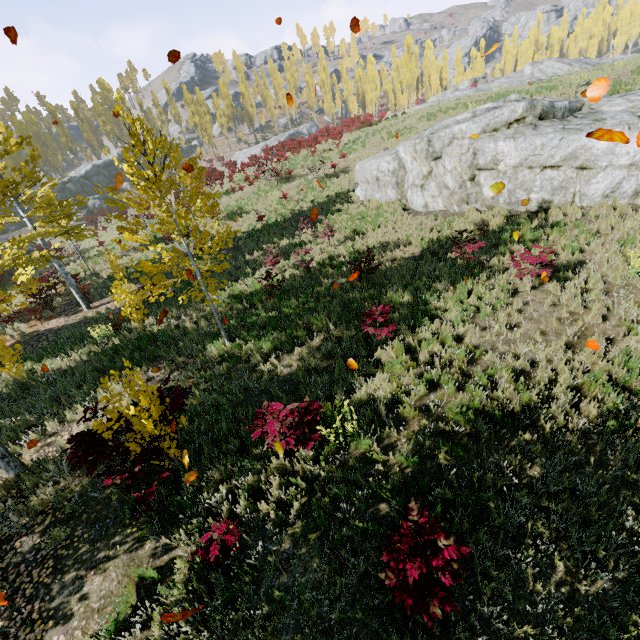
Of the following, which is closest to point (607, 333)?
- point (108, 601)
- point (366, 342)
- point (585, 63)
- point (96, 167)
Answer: point (366, 342)

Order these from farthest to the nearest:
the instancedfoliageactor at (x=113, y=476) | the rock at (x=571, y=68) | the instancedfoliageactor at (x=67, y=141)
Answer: the instancedfoliageactor at (x=67, y=141), the rock at (x=571, y=68), the instancedfoliageactor at (x=113, y=476)

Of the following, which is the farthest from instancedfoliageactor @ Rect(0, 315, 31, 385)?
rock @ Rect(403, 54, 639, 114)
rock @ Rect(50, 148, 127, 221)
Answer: rock @ Rect(403, 54, 639, 114)

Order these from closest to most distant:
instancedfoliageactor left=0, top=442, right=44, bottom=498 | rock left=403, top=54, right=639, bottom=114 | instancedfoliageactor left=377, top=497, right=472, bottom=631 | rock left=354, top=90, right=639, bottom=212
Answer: instancedfoliageactor left=377, top=497, right=472, bottom=631, instancedfoliageactor left=0, top=442, right=44, bottom=498, rock left=354, top=90, right=639, bottom=212, rock left=403, top=54, right=639, bottom=114

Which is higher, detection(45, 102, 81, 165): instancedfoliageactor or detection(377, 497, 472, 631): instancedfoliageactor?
detection(45, 102, 81, 165): instancedfoliageactor

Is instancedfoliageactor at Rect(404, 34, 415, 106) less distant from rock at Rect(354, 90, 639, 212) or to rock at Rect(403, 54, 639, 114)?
rock at Rect(354, 90, 639, 212)

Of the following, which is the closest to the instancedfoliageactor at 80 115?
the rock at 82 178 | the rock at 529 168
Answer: the rock at 82 178

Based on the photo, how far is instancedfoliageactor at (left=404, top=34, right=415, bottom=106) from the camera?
54.4 meters
